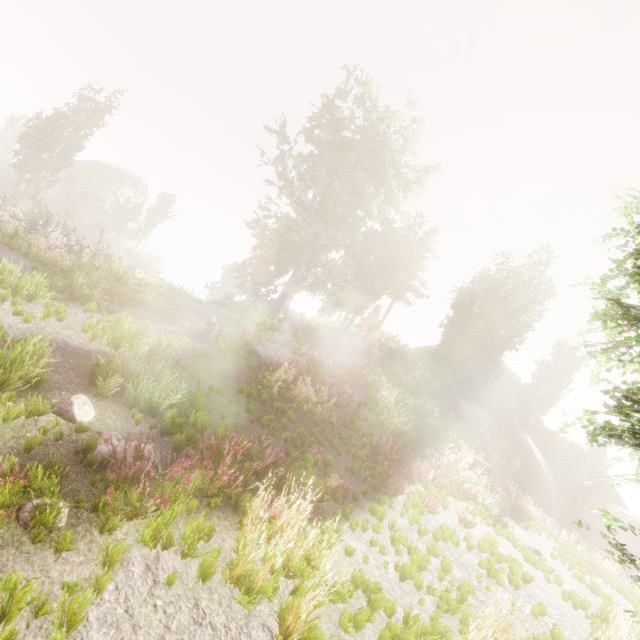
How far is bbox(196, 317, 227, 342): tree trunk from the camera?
14.5m

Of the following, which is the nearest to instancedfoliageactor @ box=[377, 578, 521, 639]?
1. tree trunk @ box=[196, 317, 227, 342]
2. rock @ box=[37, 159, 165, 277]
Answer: rock @ box=[37, 159, 165, 277]

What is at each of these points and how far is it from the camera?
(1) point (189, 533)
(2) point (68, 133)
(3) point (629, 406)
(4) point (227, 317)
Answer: (1) instancedfoliageactor, 4.6 meters
(2) instancedfoliageactor, 29.7 meters
(3) instancedfoliageactor, 3.1 meters
(4) rock, 19.6 meters

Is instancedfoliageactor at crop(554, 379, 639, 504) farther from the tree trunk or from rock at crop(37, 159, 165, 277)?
the tree trunk

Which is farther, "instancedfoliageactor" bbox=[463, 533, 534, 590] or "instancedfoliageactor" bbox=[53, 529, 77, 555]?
"instancedfoliageactor" bbox=[463, 533, 534, 590]

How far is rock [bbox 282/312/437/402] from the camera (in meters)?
26.34

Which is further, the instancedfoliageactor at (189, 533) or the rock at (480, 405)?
the rock at (480, 405)

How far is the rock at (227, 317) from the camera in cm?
1896
